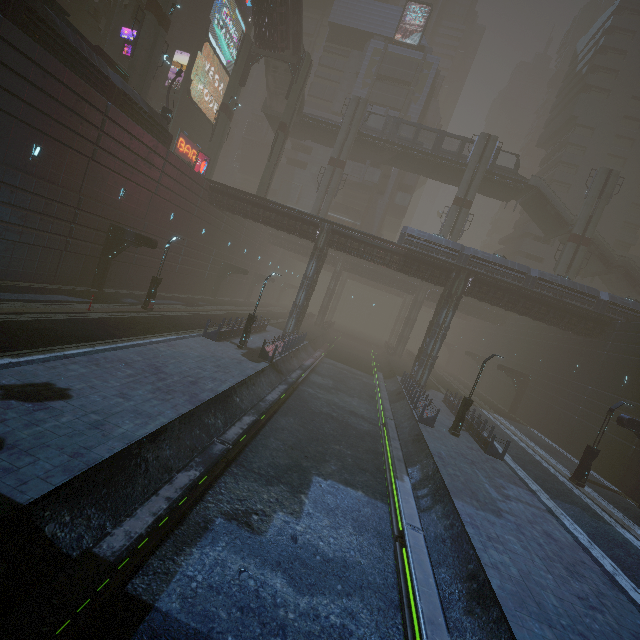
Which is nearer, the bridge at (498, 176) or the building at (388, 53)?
the bridge at (498, 176)

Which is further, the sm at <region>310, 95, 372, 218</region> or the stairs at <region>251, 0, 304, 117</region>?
the sm at <region>310, 95, 372, 218</region>

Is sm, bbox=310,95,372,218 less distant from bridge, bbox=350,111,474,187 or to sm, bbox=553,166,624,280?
bridge, bbox=350,111,474,187

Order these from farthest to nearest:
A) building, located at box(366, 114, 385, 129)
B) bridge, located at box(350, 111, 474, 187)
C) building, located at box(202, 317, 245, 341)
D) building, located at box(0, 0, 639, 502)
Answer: building, located at box(366, 114, 385, 129), bridge, located at box(350, 111, 474, 187), building, located at box(202, 317, 245, 341), building, located at box(0, 0, 639, 502)

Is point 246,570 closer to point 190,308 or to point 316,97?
point 190,308

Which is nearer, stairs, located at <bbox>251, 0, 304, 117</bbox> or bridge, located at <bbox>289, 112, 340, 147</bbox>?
stairs, located at <bbox>251, 0, 304, 117</bbox>

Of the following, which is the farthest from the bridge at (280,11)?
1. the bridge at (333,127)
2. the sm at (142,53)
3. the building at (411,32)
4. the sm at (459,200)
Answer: the sm at (459,200)

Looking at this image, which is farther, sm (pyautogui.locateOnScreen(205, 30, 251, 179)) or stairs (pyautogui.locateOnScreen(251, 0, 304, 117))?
sm (pyautogui.locateOnScreen(205, 30, 251, 179))
